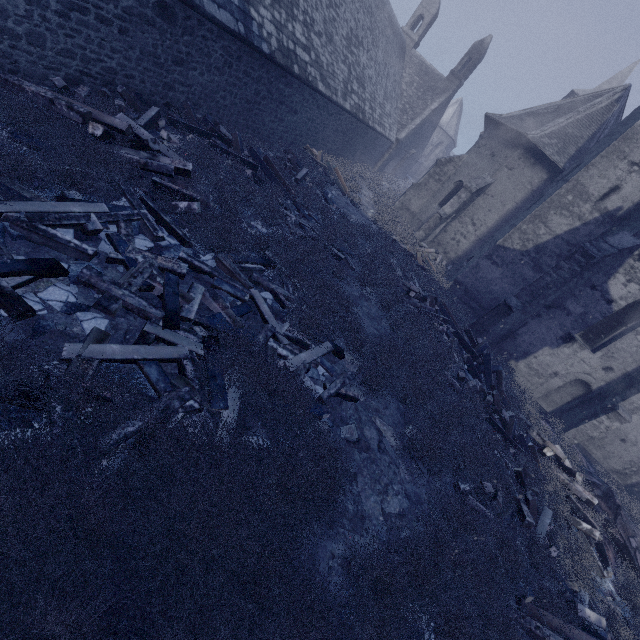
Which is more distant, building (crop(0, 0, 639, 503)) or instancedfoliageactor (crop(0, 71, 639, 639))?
building (crop(0, 0, 639, 503))

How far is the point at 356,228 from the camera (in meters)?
12.64

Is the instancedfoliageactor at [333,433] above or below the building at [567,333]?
below

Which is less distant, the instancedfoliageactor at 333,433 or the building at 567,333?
the instancedfoliageactor at 333,433

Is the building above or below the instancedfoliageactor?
above
